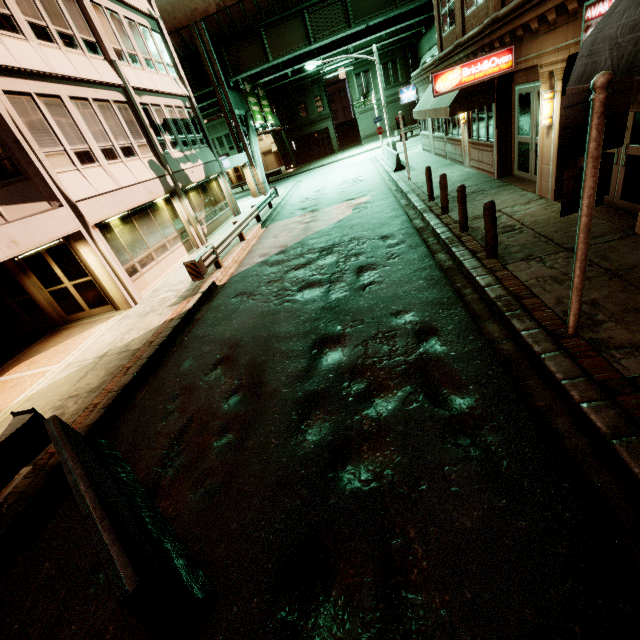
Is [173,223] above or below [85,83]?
below

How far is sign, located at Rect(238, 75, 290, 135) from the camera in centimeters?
2900cm

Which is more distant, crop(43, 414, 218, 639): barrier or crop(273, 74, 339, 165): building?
crop(273, 74, 339, 165): building

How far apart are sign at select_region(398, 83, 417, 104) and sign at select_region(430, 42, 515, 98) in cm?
1480

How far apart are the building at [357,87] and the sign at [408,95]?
24.79m

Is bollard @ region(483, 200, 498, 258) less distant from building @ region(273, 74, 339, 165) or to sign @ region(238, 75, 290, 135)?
sign @ region(238, 75, 290, 135)

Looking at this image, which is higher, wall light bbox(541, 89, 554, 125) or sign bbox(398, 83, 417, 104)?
sign bbox(398, 83, 417, 104)

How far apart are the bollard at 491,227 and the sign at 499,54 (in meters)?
5.16
